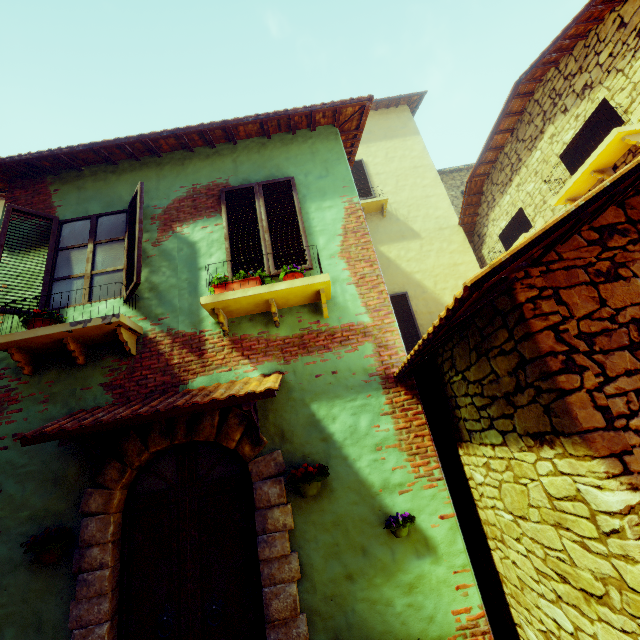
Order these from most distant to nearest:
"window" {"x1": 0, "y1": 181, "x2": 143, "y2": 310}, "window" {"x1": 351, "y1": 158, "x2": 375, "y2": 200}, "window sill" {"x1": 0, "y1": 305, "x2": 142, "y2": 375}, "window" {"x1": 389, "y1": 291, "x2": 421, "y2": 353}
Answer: "window" {"x1": 351, "y1": 158, "x2": 375, "y2": 200}, "window" {"x1": 389, "y1": 291, "x2": 421, "y2": 353}, "window" {"x1": 0, "y1": 181, "x2": 143, "y2": 310}, "window sill" {"x1": 0, "y1": 305, "x2": 142, "y2": 375}

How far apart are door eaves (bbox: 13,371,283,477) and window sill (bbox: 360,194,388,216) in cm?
674

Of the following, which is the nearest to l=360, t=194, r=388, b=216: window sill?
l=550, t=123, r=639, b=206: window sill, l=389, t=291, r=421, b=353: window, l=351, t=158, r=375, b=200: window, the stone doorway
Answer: l=351, t=158, r=375, b=200: window

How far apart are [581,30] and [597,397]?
6.7 meters

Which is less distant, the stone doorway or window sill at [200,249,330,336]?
the stone doorway

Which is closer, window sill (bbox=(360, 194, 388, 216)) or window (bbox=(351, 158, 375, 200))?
window sill (bbox=(360, 194, 388, 216))

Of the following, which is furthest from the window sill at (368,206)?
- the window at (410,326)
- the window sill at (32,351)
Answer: the window sill at (32,351)

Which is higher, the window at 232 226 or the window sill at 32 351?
the window at 232 226
